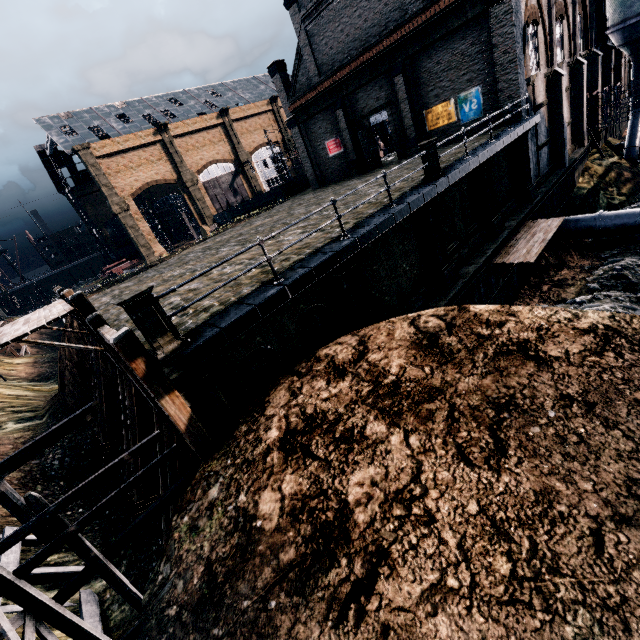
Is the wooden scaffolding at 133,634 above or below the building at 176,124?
below

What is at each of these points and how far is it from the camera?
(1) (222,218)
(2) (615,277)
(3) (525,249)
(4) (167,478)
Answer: (1) rail car, 50.6 meters
(2) stone debris, 18.5 meters
(3) wooden platform, 17.0 meters
(4) wooden brace, 12.4 meters

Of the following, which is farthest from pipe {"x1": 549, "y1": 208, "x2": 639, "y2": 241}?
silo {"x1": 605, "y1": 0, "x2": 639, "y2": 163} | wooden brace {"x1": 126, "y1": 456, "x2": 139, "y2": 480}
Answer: wooden brace {"x1": 126, "y1": 456, "x2": 139, "y2": 480}

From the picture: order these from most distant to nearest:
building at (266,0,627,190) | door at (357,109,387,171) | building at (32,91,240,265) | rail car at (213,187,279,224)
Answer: rail car at (213,187,279,224) → building at (32,91,240,265) → door at (357,109,387,171) → building at (266,0,627,190)

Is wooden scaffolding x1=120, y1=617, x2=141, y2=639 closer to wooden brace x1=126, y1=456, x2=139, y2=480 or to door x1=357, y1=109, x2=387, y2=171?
wooden brace x1=126, y1=456, x2=139, y2=480

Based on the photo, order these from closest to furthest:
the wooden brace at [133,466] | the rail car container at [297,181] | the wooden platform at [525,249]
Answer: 1. the wooden brace at [133,466]
2. the wooden platform at [525,249]
3. the rail car container at [297,181]

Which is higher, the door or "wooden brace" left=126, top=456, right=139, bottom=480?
the door

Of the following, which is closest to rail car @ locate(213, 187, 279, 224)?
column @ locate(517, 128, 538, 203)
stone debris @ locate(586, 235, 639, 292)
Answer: column @ locate(517, 128, 538, 203)
